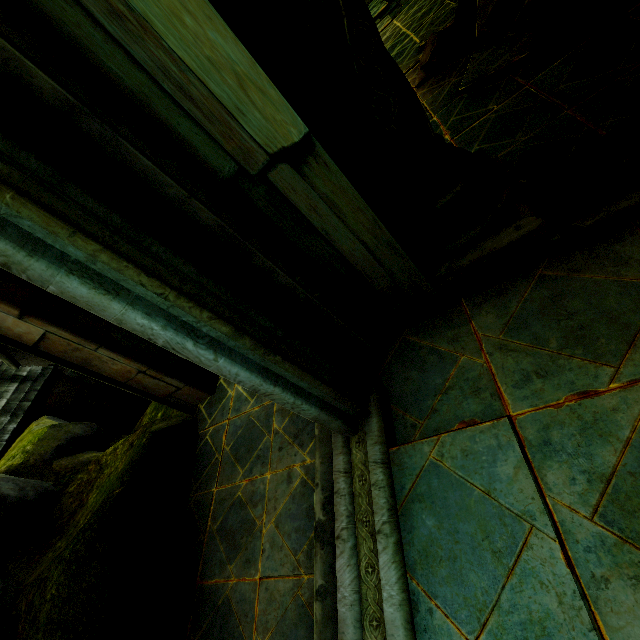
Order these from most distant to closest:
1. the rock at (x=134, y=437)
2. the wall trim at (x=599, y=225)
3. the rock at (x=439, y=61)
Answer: the rock at (x=439, y=61) → the rock at (x=134, y=437) → the wall trim at (x=599, y=225)

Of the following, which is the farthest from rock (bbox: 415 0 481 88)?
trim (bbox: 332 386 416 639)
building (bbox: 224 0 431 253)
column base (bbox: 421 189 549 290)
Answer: column base (bbox: 421 189 549 290)

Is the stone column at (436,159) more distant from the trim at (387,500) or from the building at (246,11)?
the trim at (387,500)

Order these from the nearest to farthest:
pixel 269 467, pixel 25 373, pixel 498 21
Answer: pixel 269 467, pixel 498 21, pixel 25 373

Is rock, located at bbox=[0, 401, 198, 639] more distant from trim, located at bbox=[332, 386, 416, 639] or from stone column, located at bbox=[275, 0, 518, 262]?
stone column, located at bbox=[275, 0, 518, 262]

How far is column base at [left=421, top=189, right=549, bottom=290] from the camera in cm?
212

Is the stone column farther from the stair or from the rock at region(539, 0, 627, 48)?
the rock at region(539, 0, 627, 48)

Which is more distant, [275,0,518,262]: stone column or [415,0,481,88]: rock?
[415,0,481,88]: rock
